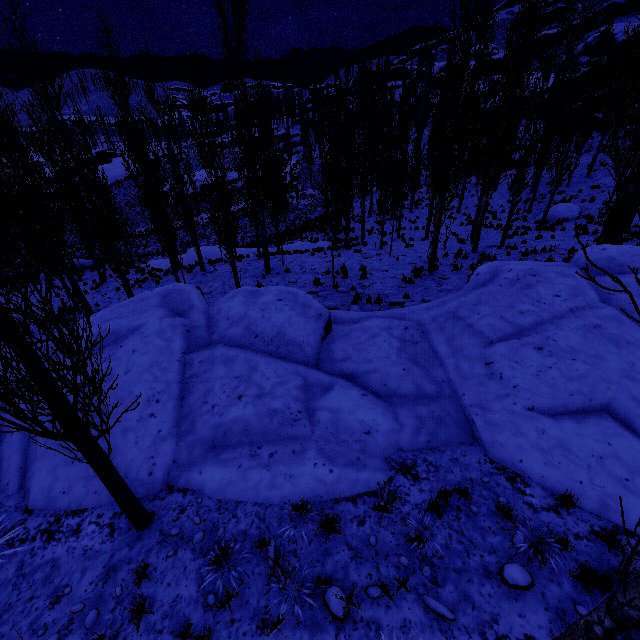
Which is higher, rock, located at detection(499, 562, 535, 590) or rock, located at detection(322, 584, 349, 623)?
rock, located at detection(499, 562, 535, 590)

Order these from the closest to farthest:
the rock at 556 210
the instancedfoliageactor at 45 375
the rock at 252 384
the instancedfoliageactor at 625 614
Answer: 1. the instancedfoliageactor at 625 614
2. the instancedfoliageactor at 45 375
3. the rock at 252 384
4. the rock at 556 210

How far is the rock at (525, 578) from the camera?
4.0m

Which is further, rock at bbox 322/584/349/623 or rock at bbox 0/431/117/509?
rock at bbox 0/431/117/509

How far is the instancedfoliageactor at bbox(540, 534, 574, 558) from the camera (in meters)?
4.25

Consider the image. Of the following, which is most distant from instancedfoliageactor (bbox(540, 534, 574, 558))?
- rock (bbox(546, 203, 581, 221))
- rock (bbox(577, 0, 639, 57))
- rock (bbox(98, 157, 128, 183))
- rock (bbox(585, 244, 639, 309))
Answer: rock (bbox(98, 157, 128, 183))

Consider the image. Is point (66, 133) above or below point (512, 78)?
below

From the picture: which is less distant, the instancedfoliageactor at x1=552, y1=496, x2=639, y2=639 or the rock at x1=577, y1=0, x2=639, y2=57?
the instancedfoliageactor at x1=552, y1=496, x2=639, y2=639
